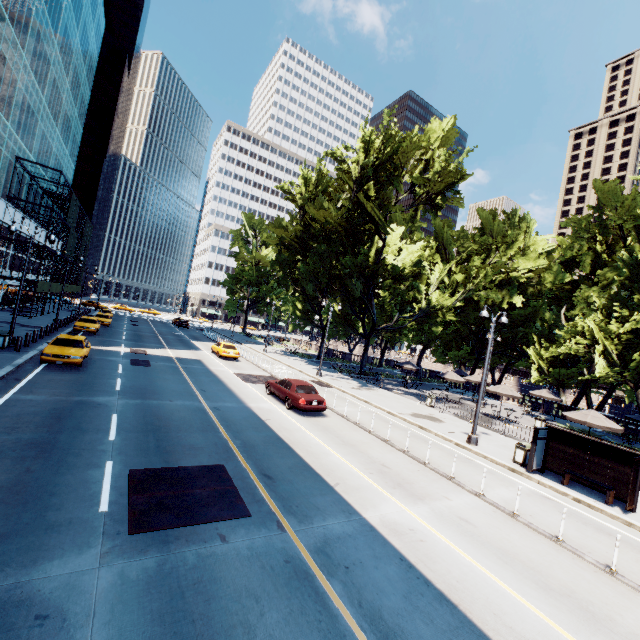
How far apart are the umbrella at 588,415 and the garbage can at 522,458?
5.9m

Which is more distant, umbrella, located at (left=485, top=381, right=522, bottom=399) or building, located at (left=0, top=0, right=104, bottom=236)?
building, located at (left=0, top=0, right=104, bottom=236)

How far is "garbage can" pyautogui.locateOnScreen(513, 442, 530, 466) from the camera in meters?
15.0 m

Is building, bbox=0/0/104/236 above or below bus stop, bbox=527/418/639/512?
above

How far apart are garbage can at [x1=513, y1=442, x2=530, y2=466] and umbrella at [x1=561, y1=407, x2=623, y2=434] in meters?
5.9

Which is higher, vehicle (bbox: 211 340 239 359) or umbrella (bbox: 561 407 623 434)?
umbrella (bbox: 561 407 623 434)

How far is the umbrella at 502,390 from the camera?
25.8m

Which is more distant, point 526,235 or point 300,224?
point 300,224
